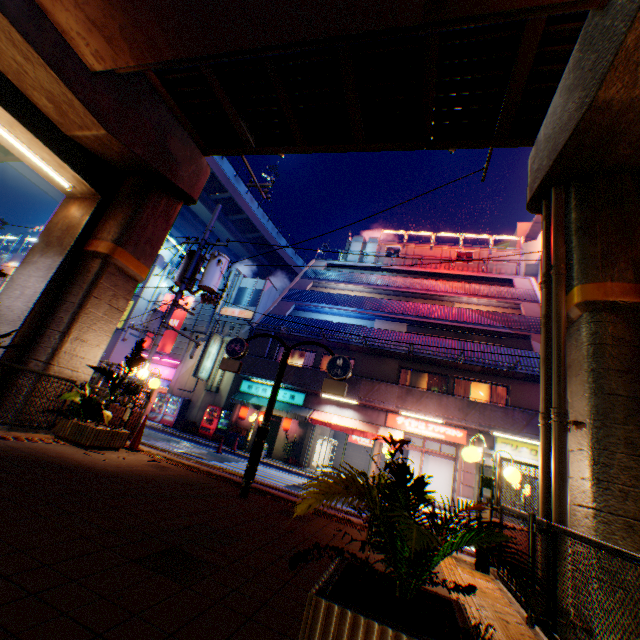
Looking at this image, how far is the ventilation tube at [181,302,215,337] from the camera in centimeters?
2509cm

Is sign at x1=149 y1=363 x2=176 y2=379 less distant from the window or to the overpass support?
the window

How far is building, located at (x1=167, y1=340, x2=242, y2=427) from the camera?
22.7m

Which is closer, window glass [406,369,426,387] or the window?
window glass [406,369,426,387]

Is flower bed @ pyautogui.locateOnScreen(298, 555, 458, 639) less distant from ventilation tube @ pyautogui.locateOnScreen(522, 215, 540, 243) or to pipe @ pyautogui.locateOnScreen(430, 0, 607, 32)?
pipe @ pyautogui.locateOnScreen(430, 0, 607, 32)

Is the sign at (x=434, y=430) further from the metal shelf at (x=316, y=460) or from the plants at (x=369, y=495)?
the plants at (x=369, y=495)

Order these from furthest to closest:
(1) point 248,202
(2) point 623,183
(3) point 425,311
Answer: (1) point 248,202 → (3) point 425,311 → (2) point 623,183

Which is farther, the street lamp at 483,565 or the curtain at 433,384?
the curtain at 433,384
